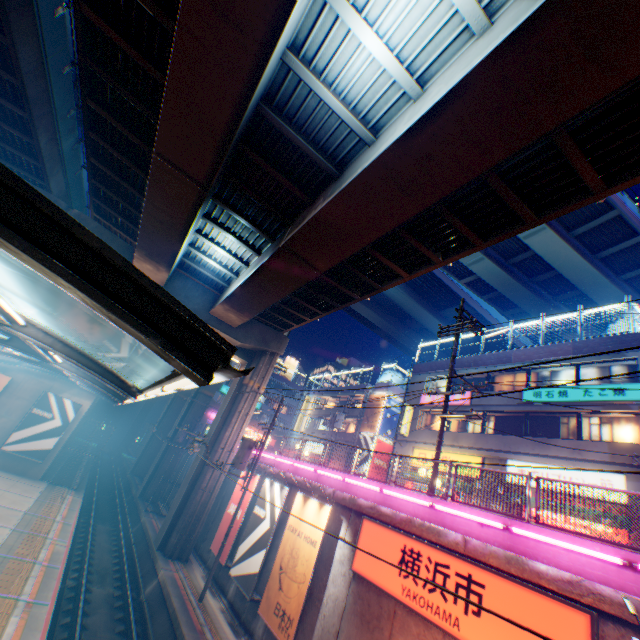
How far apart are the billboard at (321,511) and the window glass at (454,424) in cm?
1407

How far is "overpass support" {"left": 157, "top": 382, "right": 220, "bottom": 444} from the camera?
33.4m

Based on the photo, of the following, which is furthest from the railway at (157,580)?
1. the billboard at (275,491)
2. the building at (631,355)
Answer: the building at (631,355)

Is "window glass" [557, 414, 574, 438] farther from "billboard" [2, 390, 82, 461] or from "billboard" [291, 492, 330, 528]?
"billboard" [2, 390, 82, 461]

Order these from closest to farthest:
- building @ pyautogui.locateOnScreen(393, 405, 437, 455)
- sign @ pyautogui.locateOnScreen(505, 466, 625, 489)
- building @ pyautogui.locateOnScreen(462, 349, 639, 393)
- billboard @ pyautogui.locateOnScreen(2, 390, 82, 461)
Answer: sign @ pyautogui.locateOnScreen(505, 466, 625, 489) → building @ pyautogui.locateOnScreen(462, 349, 639, 393) → billboard @ pyautogui.locateOnScreen(2, 390, 82, 461) → building @ pyautogui.locateOnScreen(393, 405, 437, 455)

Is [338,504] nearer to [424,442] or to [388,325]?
[424,442]

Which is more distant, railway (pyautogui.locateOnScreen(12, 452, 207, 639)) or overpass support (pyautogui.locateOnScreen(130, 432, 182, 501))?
overpass support (pyautogui.locateOnScreen(130, 432, 182, 501))

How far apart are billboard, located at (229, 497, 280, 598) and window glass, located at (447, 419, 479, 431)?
14.1m
